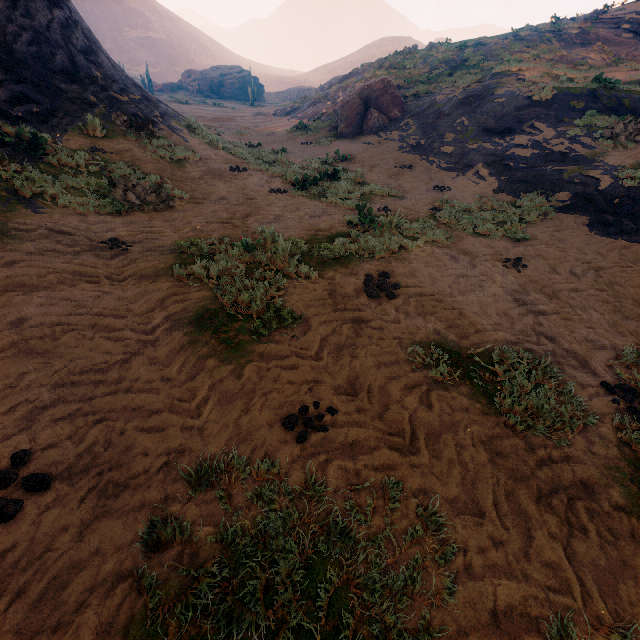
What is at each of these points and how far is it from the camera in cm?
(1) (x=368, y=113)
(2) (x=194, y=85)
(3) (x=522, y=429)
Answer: (1) instancedfoliageactor, 1706
(2) rock, 5594
(3) z, 312

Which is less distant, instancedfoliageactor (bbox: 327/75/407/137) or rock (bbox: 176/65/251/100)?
instancedfoliageactor (bbox: 327/75/407/137)

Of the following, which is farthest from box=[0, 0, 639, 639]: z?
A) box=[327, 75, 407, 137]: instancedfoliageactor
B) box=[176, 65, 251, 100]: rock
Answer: box=[176, 65, 251, 100]: rock

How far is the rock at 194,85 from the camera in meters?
54.5 m

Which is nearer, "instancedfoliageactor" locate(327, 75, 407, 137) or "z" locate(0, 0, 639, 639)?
"z" locate(0, 0, 639, 639)

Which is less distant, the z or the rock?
the z

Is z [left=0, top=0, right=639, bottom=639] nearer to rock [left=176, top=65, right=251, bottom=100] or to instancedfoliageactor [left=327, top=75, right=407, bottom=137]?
instancedfoliageactor [left=327, top=75, right=407, bottom=137]

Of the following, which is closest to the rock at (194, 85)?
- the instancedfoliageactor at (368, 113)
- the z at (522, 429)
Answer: the z at (522, 429)
